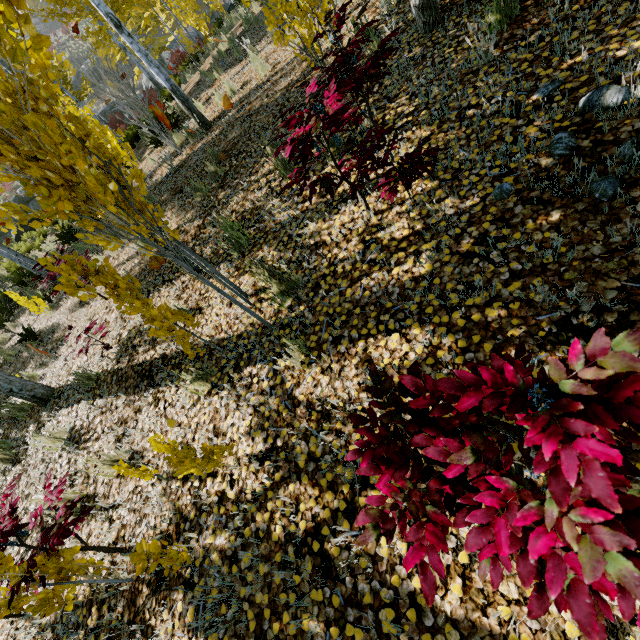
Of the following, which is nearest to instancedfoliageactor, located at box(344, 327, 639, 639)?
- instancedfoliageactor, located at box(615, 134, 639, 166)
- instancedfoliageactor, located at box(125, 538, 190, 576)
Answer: instancedfoliageactor, located at box(125, 538, 190, 576)

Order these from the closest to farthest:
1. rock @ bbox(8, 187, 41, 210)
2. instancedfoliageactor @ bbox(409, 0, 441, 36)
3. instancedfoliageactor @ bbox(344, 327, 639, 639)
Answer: instancedfoliageactor @ bbox(344, 327, 639, 639) → instancedfoliageactor @ bbox(409, 0, 441, 36) → rock @ bbox(8, 187, 41, 210)

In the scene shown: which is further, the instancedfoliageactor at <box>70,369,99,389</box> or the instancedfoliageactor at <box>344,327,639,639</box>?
the instancedfoliageactor at <box>70,369,99,389</box>

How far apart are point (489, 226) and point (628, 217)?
0.7 meters

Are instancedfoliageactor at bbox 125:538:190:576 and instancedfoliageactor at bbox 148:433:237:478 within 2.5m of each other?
yes

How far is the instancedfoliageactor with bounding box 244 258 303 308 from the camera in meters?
3.0

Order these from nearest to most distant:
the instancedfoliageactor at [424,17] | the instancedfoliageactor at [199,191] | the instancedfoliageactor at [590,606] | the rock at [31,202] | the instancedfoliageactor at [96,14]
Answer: the instancedfoliageactor at [590,606] < the instancedfoliageactor at [96,14] < the instancedfoliageactor at [424,17] < the instancedfoliageactor at [199,191] < the rock at [31,202]

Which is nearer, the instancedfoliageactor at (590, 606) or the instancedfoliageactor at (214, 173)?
the instancedfoliageactor at (590, 606)
